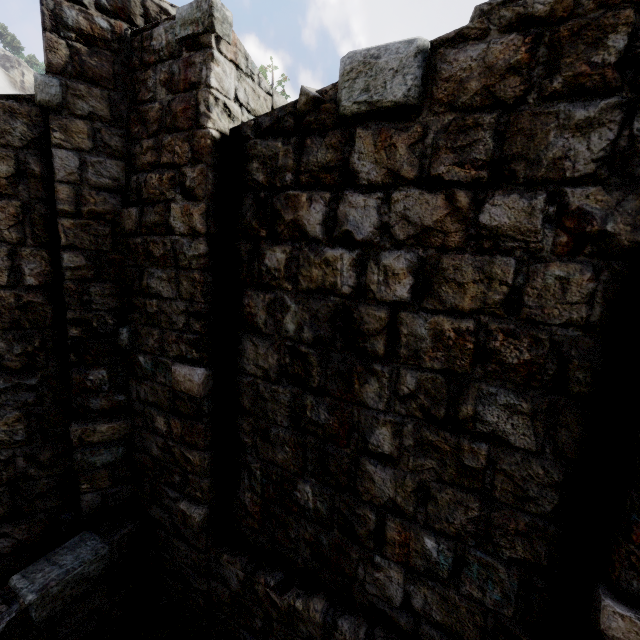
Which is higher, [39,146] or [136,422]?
[39,146]
